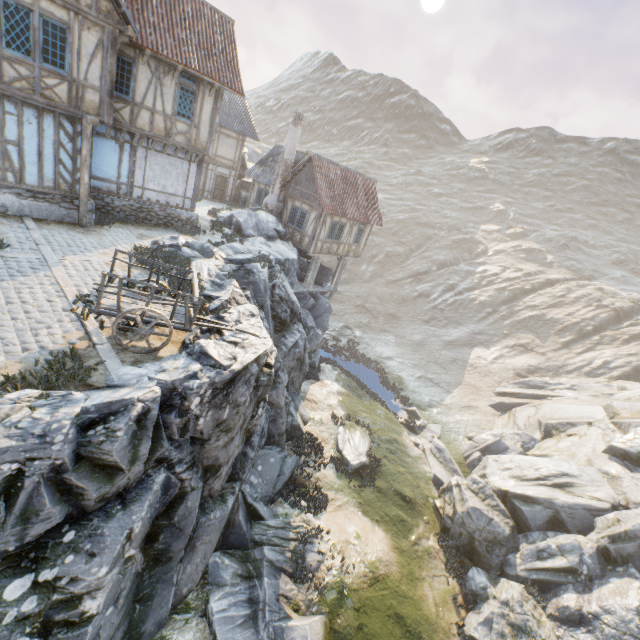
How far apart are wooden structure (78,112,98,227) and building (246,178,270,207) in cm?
1409

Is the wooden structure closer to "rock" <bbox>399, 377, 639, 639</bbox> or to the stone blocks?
"rock" <bbox>399, 377, 639, 639</bbox>

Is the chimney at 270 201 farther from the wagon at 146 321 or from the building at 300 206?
the wagon at 146 321

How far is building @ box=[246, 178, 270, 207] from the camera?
25.8m

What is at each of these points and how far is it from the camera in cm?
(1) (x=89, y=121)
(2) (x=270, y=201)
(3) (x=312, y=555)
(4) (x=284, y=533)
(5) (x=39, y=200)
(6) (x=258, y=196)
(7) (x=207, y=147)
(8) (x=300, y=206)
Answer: (1) wooden structure, 1064
(2) chimney, 2339
(3) rock, 1155
(4) rock, 1169
(5) stone foundation, 1207
(6) building, 2641
(7) building, 1568
(8) building, 2255

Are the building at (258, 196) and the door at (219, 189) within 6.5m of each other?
yes

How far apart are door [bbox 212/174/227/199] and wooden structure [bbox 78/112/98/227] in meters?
16.4

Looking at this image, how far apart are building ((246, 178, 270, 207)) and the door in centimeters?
293cm
